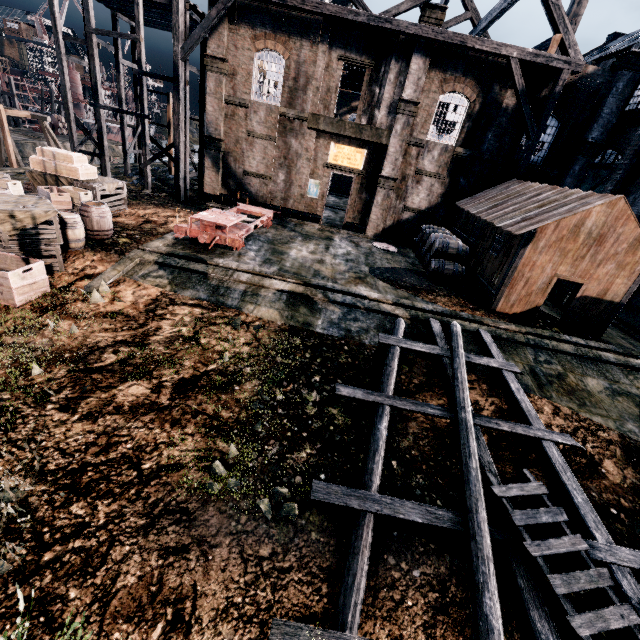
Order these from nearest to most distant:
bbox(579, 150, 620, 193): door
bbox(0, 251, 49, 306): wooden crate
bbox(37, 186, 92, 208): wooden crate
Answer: bbox(0, 251, 49, 306): wooden crate, bbox(37, 186, 92, 208): wooden crate, bbox(579, 150, 620, 193): door

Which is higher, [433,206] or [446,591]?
[433,206]

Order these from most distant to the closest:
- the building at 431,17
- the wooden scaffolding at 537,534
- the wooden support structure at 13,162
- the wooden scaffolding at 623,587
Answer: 1. the wooden support structure at 13,162
2. the building at 431,17
3. the wooden scaffolding at 537,534
4. the wooden scaffolding at 623,587

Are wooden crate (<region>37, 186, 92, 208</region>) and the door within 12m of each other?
no

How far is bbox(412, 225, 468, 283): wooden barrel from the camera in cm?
1711

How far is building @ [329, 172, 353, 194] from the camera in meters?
45.2

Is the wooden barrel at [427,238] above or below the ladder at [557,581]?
above

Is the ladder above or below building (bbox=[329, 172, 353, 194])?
below
